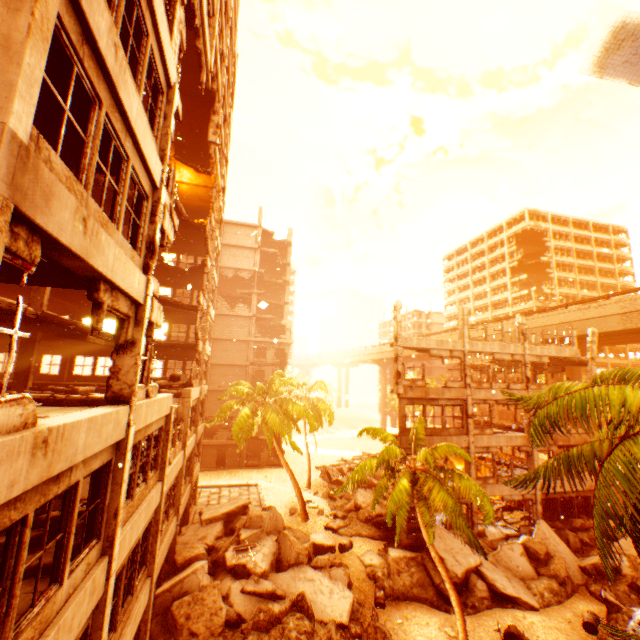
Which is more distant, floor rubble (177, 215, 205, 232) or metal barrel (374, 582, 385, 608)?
floor rubble (177, 215, 205, 232)

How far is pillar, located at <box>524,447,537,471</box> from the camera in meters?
21.6 m

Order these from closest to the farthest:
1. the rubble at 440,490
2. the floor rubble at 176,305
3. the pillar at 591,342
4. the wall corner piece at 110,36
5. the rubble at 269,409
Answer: the wall corner piece at 110,36, the rubble at 440,490, the floor rubble at 176,305, the rubble at 269,409, the pillar at 591,342

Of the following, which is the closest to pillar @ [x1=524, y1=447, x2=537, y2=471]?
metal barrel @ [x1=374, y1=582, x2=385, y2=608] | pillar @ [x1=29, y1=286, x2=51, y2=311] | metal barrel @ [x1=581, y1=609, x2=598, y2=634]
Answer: metal barrel @ [x1=581, y1=609, x2=598, y2=634]

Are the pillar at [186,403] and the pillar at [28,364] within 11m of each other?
yes

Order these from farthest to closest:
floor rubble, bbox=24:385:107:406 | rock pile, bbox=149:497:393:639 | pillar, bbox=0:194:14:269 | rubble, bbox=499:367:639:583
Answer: rock pile, bbox=149:497:393:639 → floor rubble, bbox=24:385:107:406 → rubble, bbox=499:367:639:583 → pillar, bbox=0:194:14:269

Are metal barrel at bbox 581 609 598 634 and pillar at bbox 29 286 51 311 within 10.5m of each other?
no

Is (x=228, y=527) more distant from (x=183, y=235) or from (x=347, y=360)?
(x=347, y=360)
